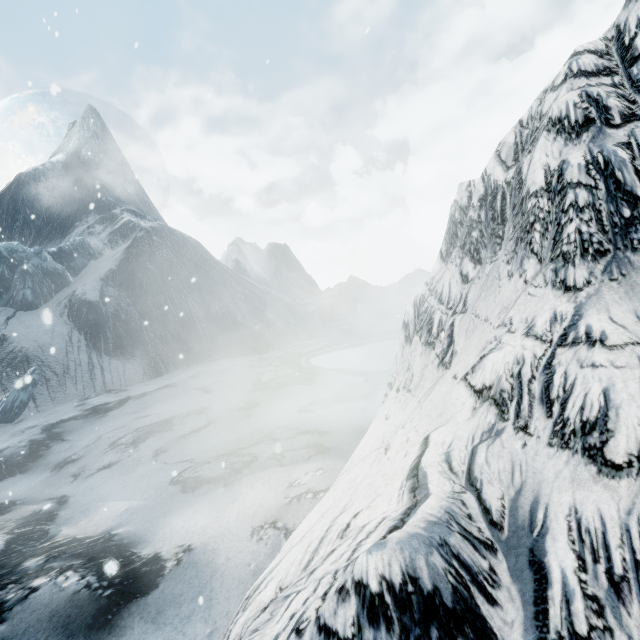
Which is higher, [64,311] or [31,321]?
[64,311]
